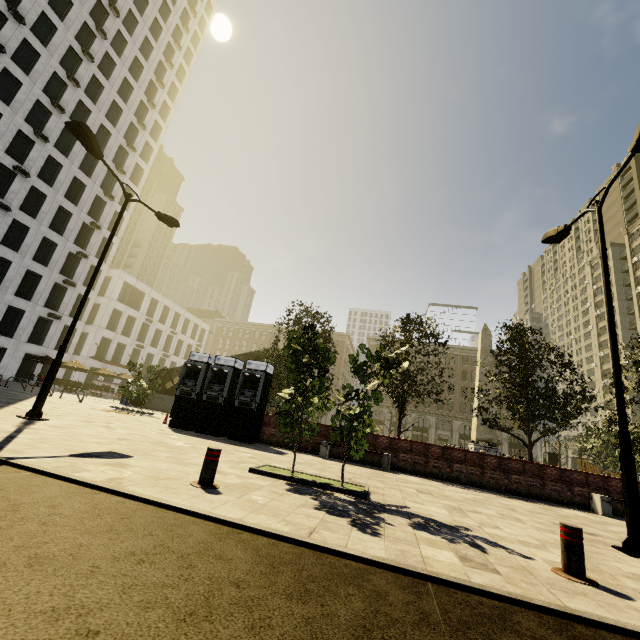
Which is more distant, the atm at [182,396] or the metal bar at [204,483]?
the atm at [182,396]

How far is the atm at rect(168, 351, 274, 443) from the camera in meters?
13.1

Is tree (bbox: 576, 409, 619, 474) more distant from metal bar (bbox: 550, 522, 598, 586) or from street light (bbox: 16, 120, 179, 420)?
street light (bbox: 16, 120, 179, 420)

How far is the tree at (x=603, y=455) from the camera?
16.12m

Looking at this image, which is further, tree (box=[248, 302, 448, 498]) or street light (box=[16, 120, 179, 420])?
street light (box=[16, 120, 179, 420])

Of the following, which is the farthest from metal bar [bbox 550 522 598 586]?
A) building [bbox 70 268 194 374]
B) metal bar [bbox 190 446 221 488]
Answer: building [bbox 70 268 194 374]

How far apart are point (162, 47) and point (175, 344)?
44.9m

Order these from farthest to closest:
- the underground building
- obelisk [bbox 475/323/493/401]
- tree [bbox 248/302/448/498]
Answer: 1. obelisk [bbox 475/323/493/401]
2. the underground building
3. tree [bbox 248/302/448/498]
